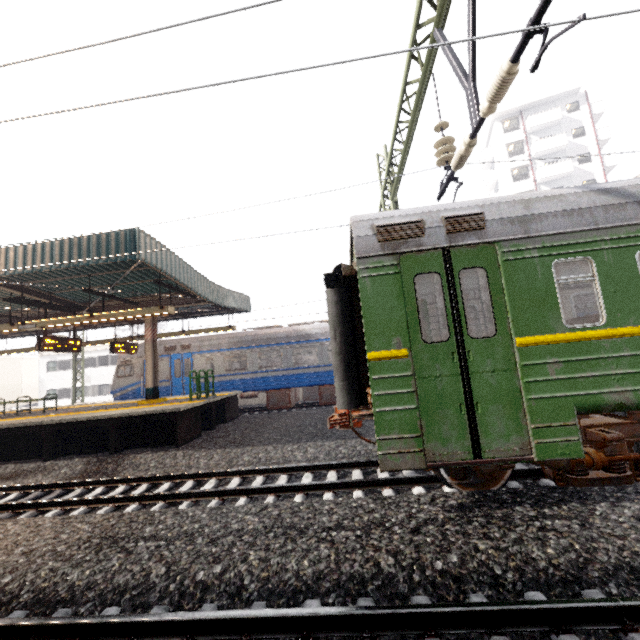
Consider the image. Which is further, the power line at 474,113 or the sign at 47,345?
the sign at 47,345

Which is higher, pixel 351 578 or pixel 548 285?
pixel 548 285

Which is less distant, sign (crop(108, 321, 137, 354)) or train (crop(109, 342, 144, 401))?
sign (crop(108, 321, 137, 354))

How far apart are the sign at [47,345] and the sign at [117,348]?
1.6m

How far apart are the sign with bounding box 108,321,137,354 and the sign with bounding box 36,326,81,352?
1.64m

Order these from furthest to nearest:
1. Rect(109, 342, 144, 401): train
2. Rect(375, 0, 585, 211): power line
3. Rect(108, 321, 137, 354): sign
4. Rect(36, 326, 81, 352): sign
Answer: Rect(109, 342, 144, 401): train → Rect(108, 321, 137, 354): sign → Rect(36, 326, 81, 352): sign → Rect(375, 0, 585, 211): power line

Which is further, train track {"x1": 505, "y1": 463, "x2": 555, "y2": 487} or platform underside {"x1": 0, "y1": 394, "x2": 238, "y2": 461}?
platform underside {"x1": 0, "y1": 394, "x2": 238, "y2": 461}

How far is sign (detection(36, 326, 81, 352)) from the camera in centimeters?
1050cm
